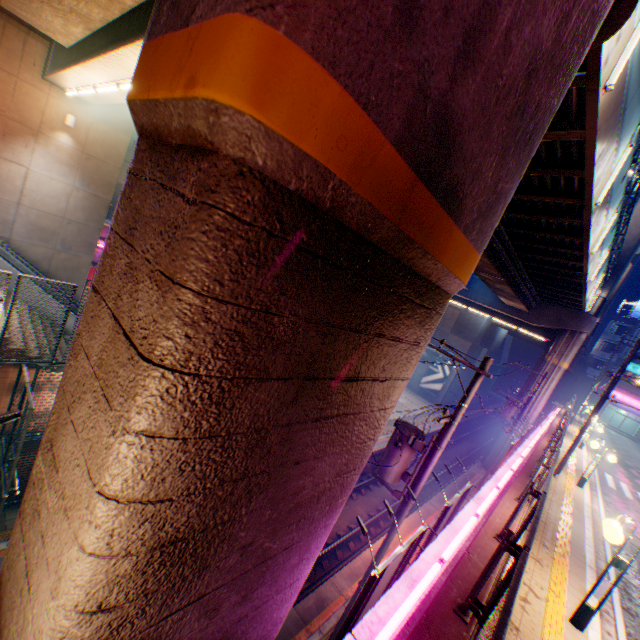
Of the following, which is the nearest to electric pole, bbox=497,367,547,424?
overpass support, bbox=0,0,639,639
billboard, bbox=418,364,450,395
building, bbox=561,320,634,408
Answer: overpass support, bbox=0,0,639,639

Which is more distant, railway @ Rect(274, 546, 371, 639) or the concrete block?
railway @ Rect(274, 546, 371, 639)

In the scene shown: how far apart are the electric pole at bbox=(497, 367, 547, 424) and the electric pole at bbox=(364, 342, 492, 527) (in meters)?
17.10

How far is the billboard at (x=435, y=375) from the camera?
40.0m

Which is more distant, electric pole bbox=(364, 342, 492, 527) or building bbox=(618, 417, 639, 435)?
building bbox=(618, 417, 639, 435)

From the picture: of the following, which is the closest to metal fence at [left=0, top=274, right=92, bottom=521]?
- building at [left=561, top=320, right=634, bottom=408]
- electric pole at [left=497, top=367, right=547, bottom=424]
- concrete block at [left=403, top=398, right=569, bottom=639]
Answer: concrete block at [left=403, top=398, right=569, bottom=639]

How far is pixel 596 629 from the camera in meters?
6.4

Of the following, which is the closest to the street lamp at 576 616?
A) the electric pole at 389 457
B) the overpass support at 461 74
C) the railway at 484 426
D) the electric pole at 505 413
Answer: the electric pole at 389 457
